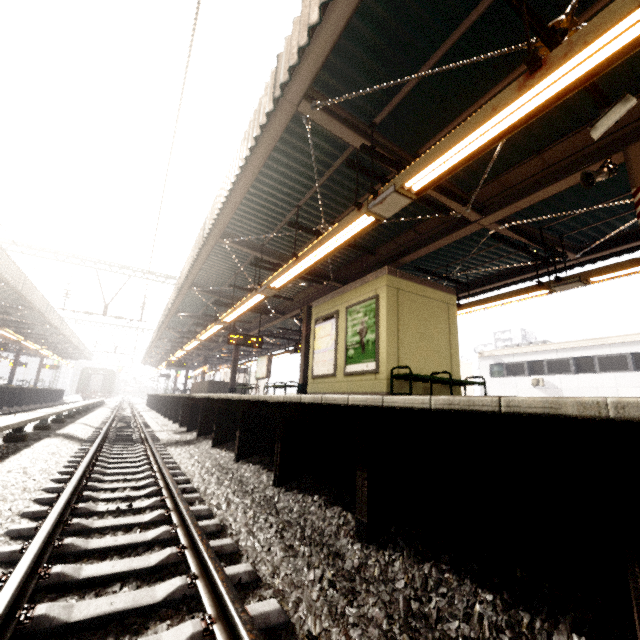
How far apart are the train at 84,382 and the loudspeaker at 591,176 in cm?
5311

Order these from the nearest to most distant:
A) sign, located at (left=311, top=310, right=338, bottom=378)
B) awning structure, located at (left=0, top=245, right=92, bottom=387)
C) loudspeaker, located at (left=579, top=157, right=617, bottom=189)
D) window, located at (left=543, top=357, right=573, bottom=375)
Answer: loudspeaker, located at (left=579, top=157, right=617, bottom=189), sign, located at (left=311, top=310, right=338, bottom=378), awning structure, located at (left=0, top=245, right=92, bottom=387), window, located at (left=543, top=357, right=573, bottom=375)

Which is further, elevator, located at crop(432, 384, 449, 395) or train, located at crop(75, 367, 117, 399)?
train, located at crop(75, 367, 117, 399)

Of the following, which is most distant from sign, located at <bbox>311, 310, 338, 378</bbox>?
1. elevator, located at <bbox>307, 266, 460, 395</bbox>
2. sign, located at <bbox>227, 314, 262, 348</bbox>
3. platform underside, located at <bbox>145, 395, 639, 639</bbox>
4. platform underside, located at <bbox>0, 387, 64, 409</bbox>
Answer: platform underside, located at <bbox>0, 387, 64, 409</bbox>

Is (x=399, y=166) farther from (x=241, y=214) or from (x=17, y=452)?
(x=17, y=452)

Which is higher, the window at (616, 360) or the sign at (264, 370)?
the window at (616, 360)

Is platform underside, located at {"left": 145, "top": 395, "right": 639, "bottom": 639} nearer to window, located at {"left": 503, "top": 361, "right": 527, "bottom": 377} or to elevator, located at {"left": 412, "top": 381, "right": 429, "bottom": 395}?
elevator, located at {"left": 412, "top": 381, "right": 429, "bottom": 395}

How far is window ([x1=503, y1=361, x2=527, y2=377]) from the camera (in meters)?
24.39
